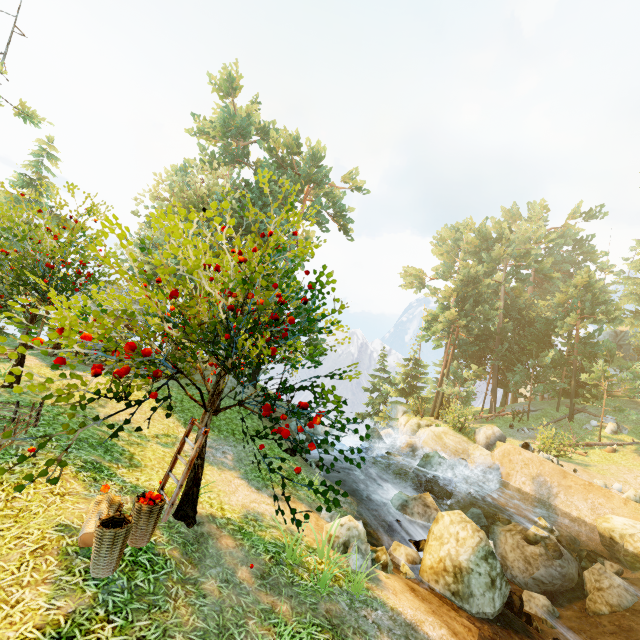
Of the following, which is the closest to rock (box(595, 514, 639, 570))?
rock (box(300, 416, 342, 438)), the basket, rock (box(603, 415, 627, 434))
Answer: rock (box(300, 416, 342, 438))

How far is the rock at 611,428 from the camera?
25.83m

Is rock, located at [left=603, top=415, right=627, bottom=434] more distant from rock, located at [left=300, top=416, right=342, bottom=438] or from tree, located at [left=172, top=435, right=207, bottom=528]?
rock, located at [left=300, top=416, right=342, bottom=438]

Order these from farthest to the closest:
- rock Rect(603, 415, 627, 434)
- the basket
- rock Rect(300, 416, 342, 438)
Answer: rock Rect(603, 415, 627, 434), rock Rect(300, 416, 342, 438), the basket

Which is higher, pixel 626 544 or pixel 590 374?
pixel 590 374

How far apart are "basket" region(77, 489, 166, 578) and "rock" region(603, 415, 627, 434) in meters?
34.3

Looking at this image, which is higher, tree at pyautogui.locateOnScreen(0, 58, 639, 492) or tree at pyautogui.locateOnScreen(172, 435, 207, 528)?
tree at pyautogui.locateOnScreen(0, 58, 639, 492)

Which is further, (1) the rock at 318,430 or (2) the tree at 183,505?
(1) the rock at 318,430
